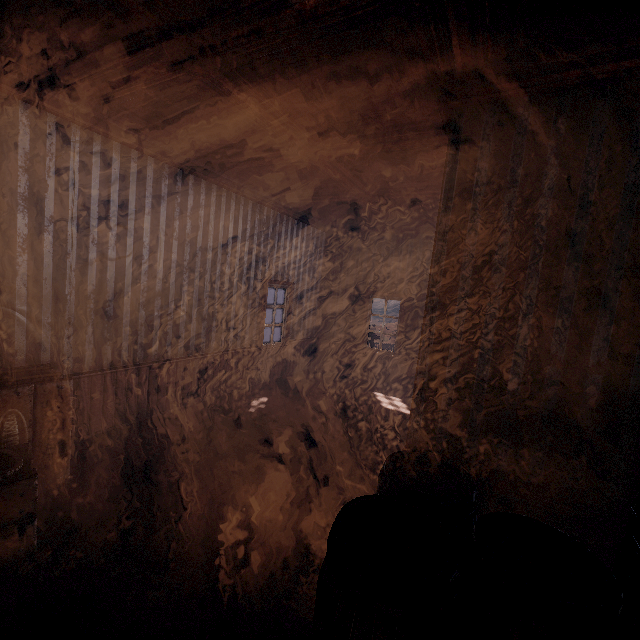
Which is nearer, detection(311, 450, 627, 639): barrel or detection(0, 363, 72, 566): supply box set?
detection(311, 450, 627, 639): barrel

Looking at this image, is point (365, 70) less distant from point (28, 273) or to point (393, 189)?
point (393, 189)

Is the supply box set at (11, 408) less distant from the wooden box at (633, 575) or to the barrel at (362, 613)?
the barrel at (362, 613)

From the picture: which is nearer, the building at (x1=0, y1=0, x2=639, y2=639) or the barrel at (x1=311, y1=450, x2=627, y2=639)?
the barrel at (x1=311, y1=450, x2=627, y2=639)

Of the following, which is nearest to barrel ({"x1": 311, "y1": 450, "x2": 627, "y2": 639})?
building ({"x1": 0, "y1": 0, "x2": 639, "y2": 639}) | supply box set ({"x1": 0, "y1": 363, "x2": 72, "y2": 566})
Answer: building ({"x1": 0, "y1": 0, "x2": 639, "y2": 639})

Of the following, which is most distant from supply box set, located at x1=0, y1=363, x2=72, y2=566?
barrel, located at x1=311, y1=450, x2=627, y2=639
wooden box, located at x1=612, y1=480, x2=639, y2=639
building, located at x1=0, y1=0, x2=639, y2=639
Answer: wooden box, located at x1=612, y1=480, x2=639, y2=639

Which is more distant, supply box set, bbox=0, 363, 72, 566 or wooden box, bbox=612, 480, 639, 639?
supply box set, bbox=0, 363, 72, 566

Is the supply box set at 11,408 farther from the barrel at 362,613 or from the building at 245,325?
the barrel at 362,613
